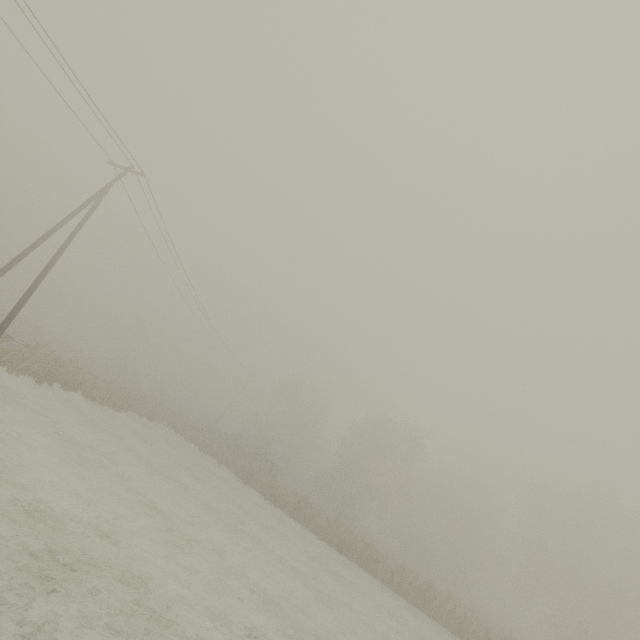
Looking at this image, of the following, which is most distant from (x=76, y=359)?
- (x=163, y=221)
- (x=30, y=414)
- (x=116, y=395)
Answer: (x=163, y=221)
